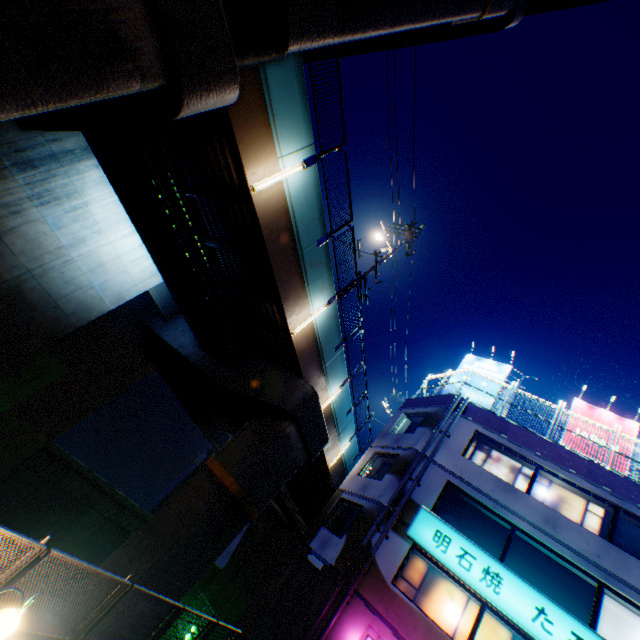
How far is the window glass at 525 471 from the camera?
14.2m

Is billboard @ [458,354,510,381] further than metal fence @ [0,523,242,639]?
Yes

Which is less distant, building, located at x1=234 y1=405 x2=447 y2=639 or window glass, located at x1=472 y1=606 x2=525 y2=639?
window glass, located at x1=472 y1=606 x2=525 y2=639

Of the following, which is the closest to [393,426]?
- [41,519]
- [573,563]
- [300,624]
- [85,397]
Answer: [573,563]

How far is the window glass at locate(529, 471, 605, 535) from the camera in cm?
1270

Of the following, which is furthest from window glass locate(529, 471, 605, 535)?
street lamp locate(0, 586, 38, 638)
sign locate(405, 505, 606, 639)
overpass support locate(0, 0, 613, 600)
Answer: street lamp locate(0, 586, 38, 638)

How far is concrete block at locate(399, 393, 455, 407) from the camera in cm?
1705

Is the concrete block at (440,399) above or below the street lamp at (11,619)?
above
